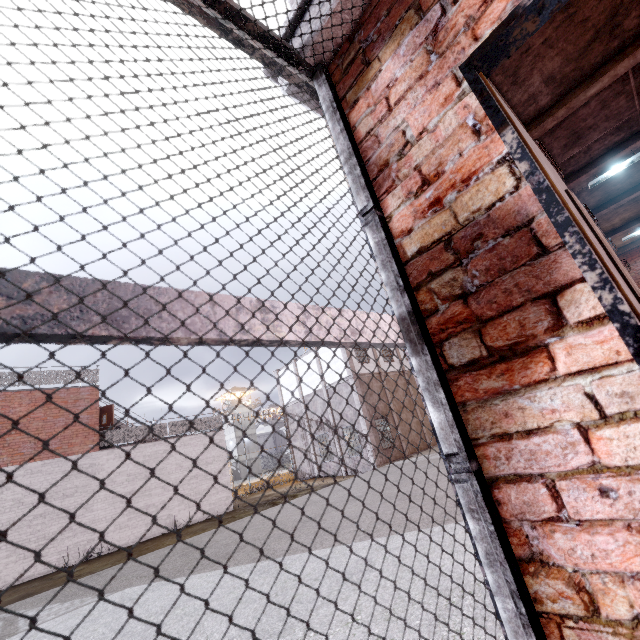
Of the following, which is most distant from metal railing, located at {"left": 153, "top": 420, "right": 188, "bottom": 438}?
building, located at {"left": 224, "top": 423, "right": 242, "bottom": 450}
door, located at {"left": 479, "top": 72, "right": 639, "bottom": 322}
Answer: building, located at {"left": 224, "top": 423, "right": 242, "bottom": 450}

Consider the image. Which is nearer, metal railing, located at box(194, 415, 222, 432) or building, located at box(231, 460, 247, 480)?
metal railing, located at box(194, 415, 222, 432)

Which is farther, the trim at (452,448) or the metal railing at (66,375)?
the metal railing at (66,375)

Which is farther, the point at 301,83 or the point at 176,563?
the point at 176,563

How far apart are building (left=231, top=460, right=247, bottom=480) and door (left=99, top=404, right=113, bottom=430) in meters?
42.7 m

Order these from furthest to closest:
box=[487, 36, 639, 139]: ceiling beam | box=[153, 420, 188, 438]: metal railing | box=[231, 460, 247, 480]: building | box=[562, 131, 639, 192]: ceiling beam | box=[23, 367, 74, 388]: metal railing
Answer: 1. box=[231, 460, 247, 480]: building
2. box=[153, 420, 188, 438]: metal railing
3. box=[23, 367, 74, 388]: metal railing
4. box=[562, 131, 639, 192]: ceiling beam
5. box=[487, 36, 639, 139]: ceiling beam

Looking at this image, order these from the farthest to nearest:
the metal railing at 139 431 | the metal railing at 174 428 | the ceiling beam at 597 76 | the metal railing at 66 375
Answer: the metal railing at 174 428 < the metal railing at 139 431 < the metal railing at 66 375 < the ceiling beam at 597 76
